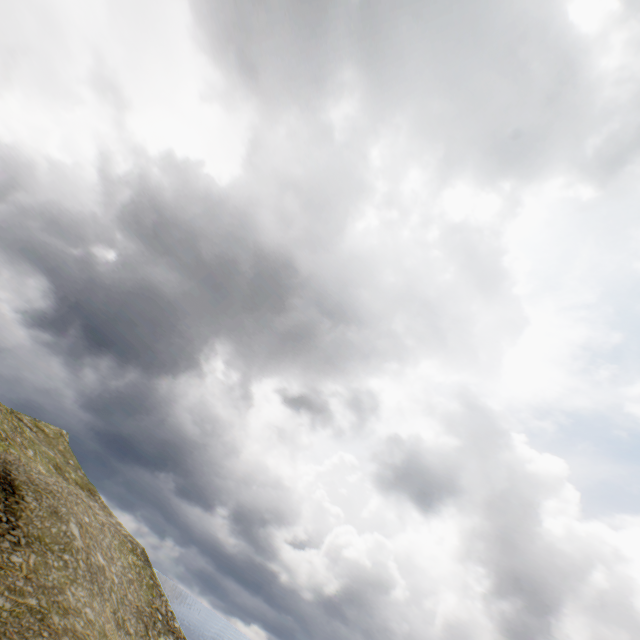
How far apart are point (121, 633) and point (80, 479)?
29.5 meters
